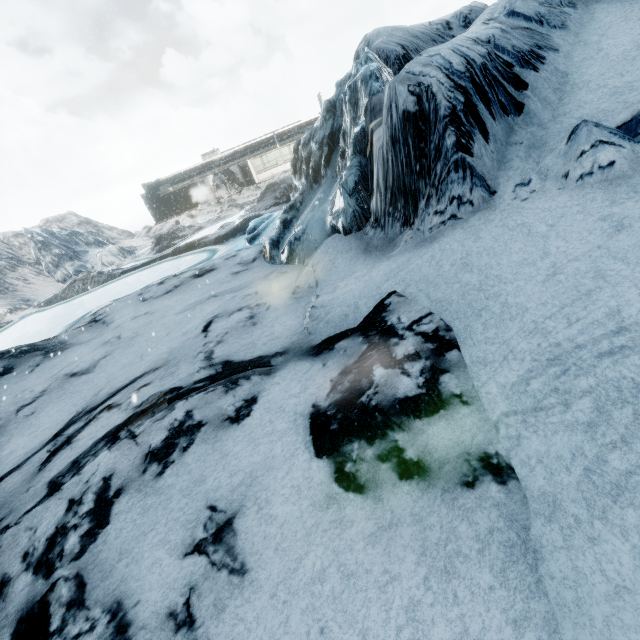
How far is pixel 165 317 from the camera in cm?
960
